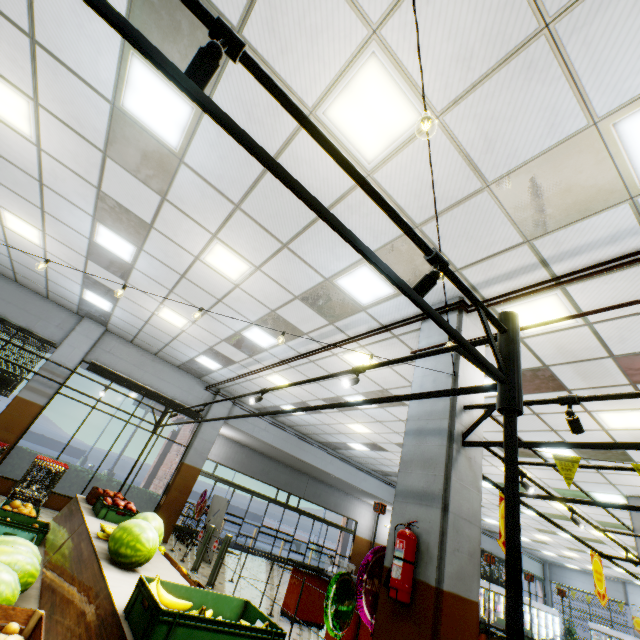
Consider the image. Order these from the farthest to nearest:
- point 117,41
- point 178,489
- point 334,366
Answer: point 178,489, point 334,366, point 117,41

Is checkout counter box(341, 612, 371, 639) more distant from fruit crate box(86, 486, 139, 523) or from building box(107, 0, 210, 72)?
fruit crate box(86, 486, 139, 523)

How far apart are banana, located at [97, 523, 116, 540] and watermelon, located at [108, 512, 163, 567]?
0.1 meters

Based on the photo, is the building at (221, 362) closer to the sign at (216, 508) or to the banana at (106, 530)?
the sign at (216, 508)

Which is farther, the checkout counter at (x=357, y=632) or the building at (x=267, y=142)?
the checkout counter at (x=357, y=632)

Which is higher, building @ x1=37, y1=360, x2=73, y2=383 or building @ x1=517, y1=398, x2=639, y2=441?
building @ x1=517, y1=398, x2=639, y2=441

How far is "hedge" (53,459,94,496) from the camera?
9.3m

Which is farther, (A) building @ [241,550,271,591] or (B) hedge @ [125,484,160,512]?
(B) hedge @ [125,484,160,512]
